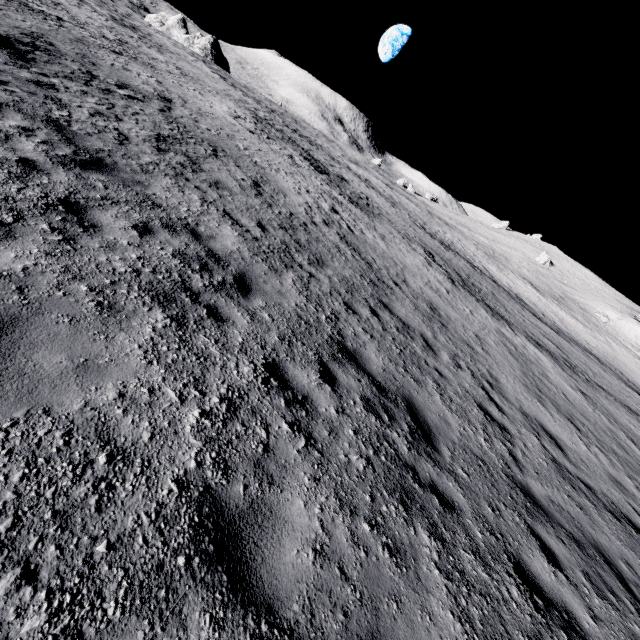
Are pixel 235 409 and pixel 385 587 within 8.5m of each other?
yes
